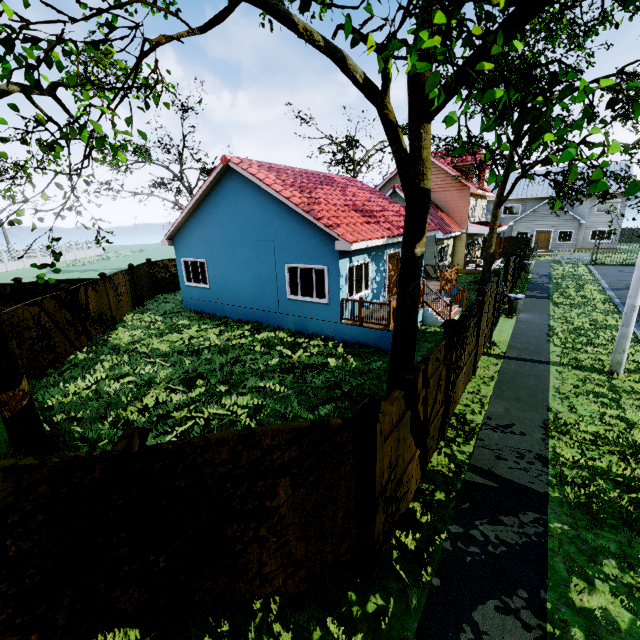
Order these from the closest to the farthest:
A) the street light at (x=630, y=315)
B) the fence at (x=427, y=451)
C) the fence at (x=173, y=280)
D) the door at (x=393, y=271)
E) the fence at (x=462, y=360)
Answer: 1. the fence at (x=427, y=451)
2. the fence at (x=462, y=360)
3. the street light at (x=630, y=315)
4. the door at (x=393, y=271)
5. the fence at (x=173, y=280)

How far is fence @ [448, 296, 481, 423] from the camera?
6.89m

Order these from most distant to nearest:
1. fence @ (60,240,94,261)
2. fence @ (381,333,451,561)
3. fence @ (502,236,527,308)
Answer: fence @ (60,240,94,261)
fence @ (502,236,527,308)
fence @ (381,333,451,561)

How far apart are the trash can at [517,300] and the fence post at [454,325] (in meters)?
10.50

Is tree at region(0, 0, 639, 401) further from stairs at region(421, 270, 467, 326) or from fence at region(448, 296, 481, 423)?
stairs at region(421, 270, 467, 326)

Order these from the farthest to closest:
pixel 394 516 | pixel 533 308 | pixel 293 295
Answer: pixel 533 308 < pixel 293 295 < pixel 394 516

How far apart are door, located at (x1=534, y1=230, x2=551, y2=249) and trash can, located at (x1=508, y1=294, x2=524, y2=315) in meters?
27.2 m
